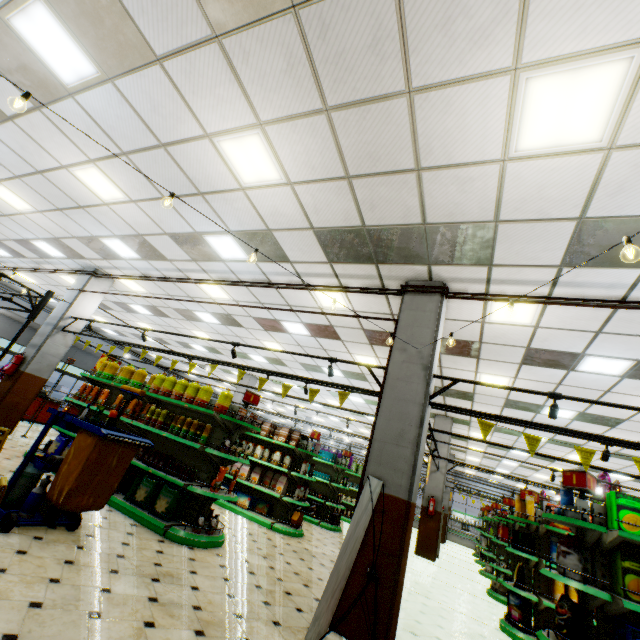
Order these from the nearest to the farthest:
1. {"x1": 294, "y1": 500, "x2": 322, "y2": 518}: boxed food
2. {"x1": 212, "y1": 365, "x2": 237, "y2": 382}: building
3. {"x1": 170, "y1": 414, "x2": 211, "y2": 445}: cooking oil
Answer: {"x1": 170, "y1": 414, "x2": 211, "y2": 445}: cooking oil
{"x1": 294, "y1": 500, "x2": 322, "y2": 518}: boxed food
{"x1": 212, "y1": 365, "x2": 237, "y2": 382}: building

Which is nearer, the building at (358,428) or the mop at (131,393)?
the mop at (131,393)

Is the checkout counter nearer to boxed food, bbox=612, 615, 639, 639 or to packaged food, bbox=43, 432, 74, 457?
packaged food, bbox=43, 432, 74, 457

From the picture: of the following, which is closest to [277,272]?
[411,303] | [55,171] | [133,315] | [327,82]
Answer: [411,303]

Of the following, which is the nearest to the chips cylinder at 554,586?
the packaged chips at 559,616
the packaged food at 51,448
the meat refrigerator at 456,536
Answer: the packaged chips at 559,616

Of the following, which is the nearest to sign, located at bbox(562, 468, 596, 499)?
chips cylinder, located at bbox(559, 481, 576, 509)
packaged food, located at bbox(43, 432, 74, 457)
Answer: chips cylinder, located at bbox(559, 481, 576, 509)

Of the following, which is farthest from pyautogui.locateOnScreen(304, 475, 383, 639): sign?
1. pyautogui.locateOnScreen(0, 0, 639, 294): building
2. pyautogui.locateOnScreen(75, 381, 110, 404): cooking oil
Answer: pyautogui.locateOnScreen(75, 381, 110, 404): cooking oil

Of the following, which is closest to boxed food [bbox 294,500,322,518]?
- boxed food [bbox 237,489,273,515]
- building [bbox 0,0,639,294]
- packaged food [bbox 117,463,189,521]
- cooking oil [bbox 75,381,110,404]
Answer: building [bbox 0,0,639,294]
